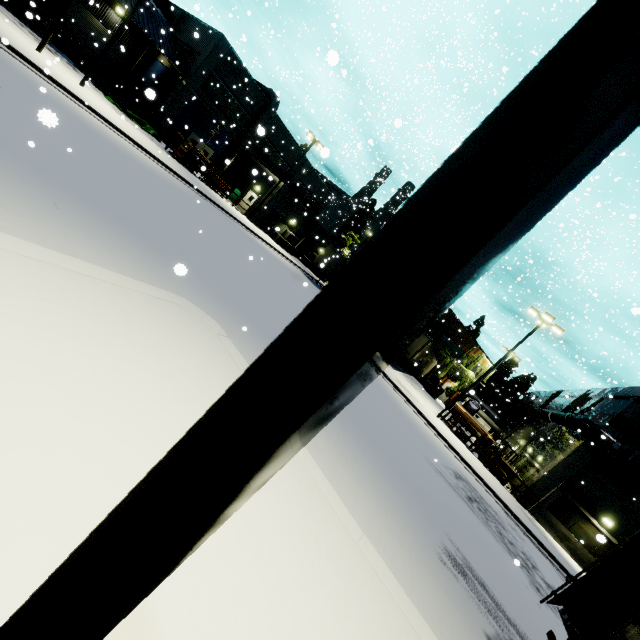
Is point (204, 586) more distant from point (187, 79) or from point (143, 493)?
point (187, 79)

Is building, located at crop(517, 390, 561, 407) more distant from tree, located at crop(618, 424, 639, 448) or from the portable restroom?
tree, located at crop(618, 424, 639, 448)

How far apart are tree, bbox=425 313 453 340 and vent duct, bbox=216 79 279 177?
13.9m

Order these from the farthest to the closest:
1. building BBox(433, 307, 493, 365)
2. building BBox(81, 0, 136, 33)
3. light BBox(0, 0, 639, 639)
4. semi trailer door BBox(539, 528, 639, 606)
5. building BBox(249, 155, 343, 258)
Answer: building BBox(433, 307, 493, 365), building BBox(249, 155, 343, 258), building BBox(81, 0, 136, 33), semi trailer door BBox(539, 528, 639, 606), light BBox(0, 0, 639, 639)

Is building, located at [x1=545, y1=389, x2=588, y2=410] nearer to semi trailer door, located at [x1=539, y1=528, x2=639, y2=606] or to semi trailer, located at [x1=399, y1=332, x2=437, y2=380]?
semi trailer, located at [x1=399, y1=332, x2=437, y2=380]

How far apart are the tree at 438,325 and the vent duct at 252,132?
13.9 meters

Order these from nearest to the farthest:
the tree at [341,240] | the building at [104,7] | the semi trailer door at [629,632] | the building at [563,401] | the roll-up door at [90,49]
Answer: the semi trailer door at [629,632] → the building at [104,7] → the roll-up door at [90,49] → the building at [563,401] → the tree at [341,240]

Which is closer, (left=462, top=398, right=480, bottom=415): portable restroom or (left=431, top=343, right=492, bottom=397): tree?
(left=462, top=398, right=480, bottom=415): portable restroom
